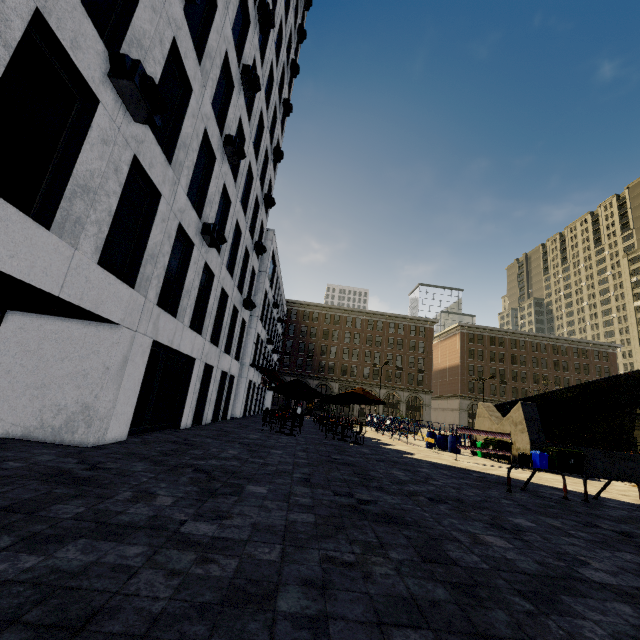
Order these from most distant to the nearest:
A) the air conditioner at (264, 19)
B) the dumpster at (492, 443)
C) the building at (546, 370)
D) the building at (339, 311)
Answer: the building at (546, 370), the building at (339, 311), the dumpster at (492, 443), the air conditioner at (264, 19)

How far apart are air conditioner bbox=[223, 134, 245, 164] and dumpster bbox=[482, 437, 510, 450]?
18.41m

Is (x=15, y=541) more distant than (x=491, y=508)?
No

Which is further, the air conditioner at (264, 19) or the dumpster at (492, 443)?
the dumpster at (492, 443)

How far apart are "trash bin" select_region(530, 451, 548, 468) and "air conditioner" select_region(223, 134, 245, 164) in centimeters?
1897cm

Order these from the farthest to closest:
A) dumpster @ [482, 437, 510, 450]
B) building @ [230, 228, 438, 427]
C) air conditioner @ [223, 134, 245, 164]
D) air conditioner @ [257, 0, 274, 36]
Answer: building @ [230, 228, 438, 427], dumpster @ [482, 437, 510, 450], air conditioner @ [257, 0, 274, 36], air conditioner @ [223, 134, 245, 164]

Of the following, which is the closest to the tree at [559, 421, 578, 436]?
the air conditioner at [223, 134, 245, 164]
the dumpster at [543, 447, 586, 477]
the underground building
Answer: the underground building

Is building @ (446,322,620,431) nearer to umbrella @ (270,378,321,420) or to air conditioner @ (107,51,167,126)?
air conditioner @ (107,51,167,126)
